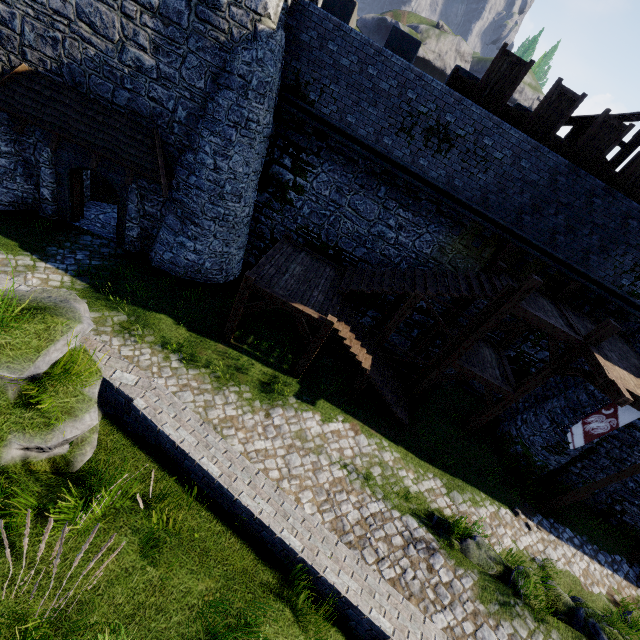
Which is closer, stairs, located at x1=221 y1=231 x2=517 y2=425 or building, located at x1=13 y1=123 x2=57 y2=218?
stairs, located at x1=221 y1=231 x2=517 y2=425

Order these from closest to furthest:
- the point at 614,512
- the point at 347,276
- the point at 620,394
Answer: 1. the point at 620,394
2. the point at 347,276
3. the point at 614,512

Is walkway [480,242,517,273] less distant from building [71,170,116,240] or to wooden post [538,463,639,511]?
wooden post [538,463,639,511]

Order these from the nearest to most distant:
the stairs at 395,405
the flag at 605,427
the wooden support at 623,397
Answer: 1. the wooden support at 623,397
2. the flag at 605,427
3. the stairs at 395,405

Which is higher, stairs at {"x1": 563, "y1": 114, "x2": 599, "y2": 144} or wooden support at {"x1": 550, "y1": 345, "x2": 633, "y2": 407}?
stairs at {"x1": 563, "y1": 114, "x2": 599, "y2": 144}

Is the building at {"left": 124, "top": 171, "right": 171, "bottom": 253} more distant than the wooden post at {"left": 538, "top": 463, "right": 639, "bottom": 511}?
Yes

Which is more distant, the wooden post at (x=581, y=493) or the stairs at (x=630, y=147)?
the stairs at (x=630, y=147)

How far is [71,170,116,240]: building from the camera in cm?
1404
